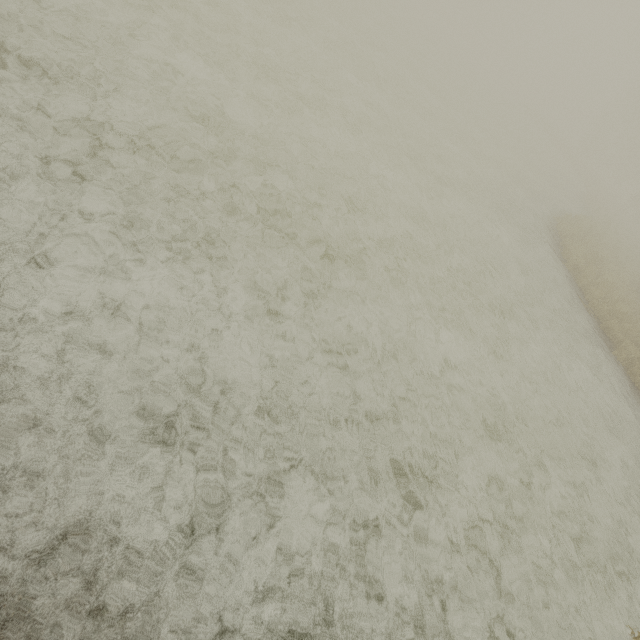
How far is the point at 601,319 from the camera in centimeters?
1207cm
